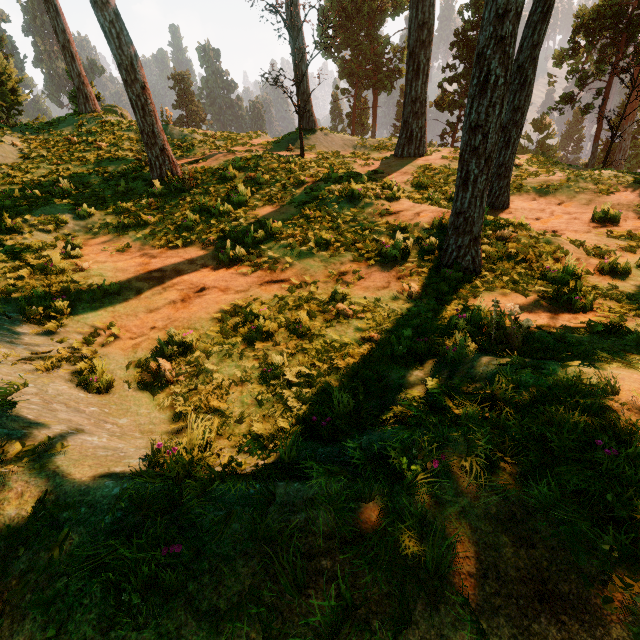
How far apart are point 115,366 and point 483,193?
7.0 meters

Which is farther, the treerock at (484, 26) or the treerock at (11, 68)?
the treerock at (11, 68)

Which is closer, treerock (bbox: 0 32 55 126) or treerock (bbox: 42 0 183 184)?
treerock (bbox: 42 0 183 184)

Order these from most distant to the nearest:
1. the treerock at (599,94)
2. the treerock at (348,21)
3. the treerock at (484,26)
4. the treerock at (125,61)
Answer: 1. the treerock at (599,94)
2. the treerock at (348,21)
3. the treerock at (125,61)
4. the treerock at (484,26)

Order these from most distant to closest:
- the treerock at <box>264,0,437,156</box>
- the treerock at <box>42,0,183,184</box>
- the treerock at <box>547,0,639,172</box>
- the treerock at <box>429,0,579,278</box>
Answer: the treerock at <box>547,0,639,172</box>, the treerock at <box>264,0,437,156</box>, the treerock at <box>42,0,183,184</box>, the treerock at <box>429,0,579,278</box>
